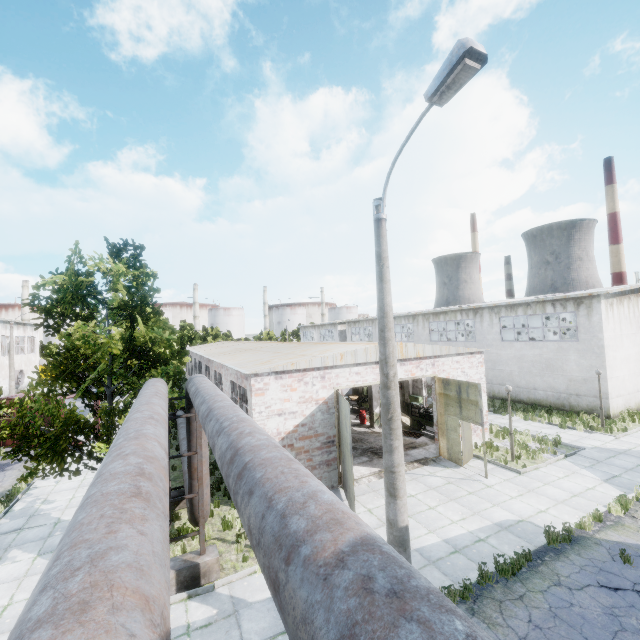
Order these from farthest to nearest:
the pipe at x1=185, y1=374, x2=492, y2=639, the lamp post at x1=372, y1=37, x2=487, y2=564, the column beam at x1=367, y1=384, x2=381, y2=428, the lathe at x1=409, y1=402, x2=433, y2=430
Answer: the column beam at x1=367, y1=384, x2=381, y2=428, the lathe at x1=409, y1=402, x2=433, y2=430, the lamp post at x1=372, y1=37, x2=487, y2=564, the pipe at x1=185, y1=374, x2=492, y2=639

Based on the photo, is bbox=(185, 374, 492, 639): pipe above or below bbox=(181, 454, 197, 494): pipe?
above

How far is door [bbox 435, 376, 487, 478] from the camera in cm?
1328

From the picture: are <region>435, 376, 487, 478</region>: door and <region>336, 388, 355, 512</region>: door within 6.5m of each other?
yes

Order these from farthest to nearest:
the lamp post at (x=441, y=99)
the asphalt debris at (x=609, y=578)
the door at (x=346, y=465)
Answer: the door at (x=346, y=465)
the asphalt debris at (x=609, y=578)
the lamp post at (x=441, y=99)

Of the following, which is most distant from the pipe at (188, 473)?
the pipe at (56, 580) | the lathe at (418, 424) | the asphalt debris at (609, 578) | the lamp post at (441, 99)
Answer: the lathe at (418, 424)

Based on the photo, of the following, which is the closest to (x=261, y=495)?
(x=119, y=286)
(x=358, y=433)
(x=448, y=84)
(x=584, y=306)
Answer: (x=448, y=84)

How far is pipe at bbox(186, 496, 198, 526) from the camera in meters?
8.9 m
